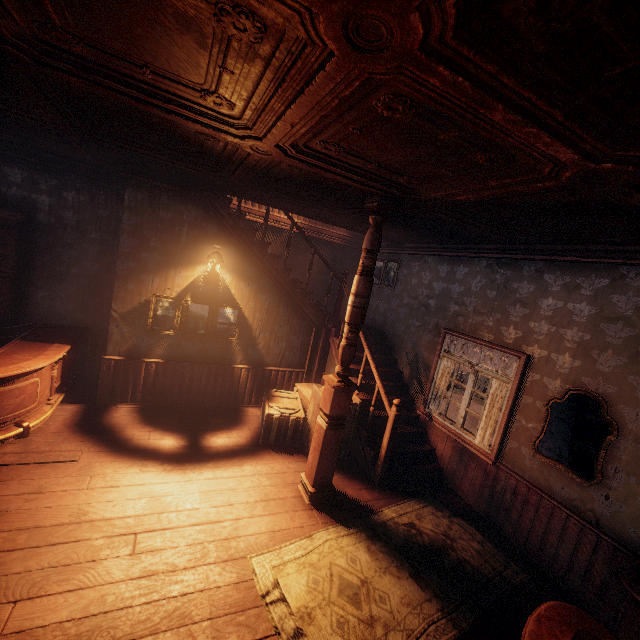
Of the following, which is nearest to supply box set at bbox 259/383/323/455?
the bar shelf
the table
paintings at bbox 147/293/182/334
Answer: paintings at bbox 147/293/182/334

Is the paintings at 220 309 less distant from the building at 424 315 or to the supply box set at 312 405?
the building at 424 315

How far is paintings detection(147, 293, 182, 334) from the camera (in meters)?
5.45

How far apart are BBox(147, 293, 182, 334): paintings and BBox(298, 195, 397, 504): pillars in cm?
250

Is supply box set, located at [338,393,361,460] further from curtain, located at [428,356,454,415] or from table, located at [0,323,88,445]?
table, located at [0,323,88,445]

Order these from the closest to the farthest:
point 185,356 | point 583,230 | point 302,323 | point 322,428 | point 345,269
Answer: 1. point 583,230
2. point 322,428
3. point 185,356
4. point 302,323
5. point 345,269

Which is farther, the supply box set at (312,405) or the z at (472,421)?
the z at (472,421)

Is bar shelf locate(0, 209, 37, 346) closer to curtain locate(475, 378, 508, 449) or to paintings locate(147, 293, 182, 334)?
paintings locate(147, 293, 182, 334)
